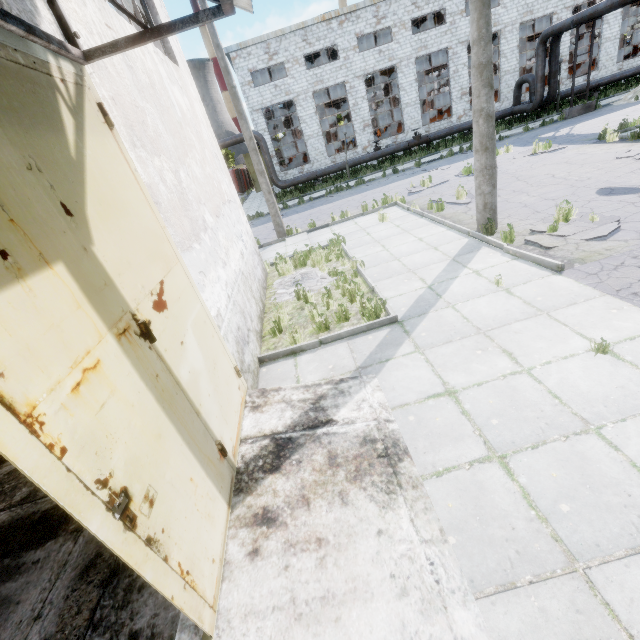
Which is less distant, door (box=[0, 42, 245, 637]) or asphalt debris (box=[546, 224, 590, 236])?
door (box=[0, 42, 245, 637])

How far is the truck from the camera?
43.6m

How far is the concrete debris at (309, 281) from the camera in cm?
840

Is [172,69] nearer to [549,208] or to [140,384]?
[140,384]

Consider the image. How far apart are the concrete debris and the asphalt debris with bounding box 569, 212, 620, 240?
4.1 meters

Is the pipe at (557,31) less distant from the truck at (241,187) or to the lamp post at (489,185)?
the lamp post at (489,185)

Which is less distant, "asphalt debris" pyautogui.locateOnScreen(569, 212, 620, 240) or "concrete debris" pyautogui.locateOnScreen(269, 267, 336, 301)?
"asphalt debris" pyautogui.locateOnScreen(569, 212, 620, 240)
